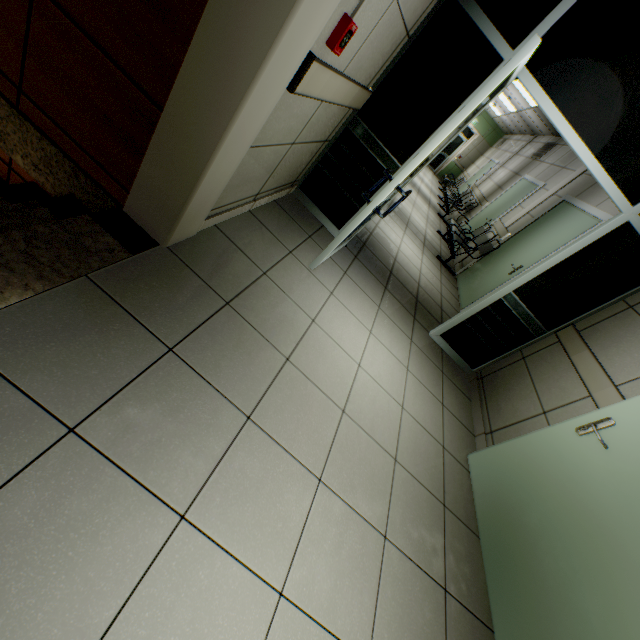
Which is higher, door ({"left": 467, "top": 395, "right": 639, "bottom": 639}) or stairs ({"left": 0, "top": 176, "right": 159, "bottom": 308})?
door ({"left": 467, "top": 395, "right": 639, "bottom": 639})

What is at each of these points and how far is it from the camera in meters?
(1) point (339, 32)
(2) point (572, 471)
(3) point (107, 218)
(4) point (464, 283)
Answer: (1) fire alarm, 1.5
(2) door, 2.1
(3) stairs, 1.7
(4) door, 6.0

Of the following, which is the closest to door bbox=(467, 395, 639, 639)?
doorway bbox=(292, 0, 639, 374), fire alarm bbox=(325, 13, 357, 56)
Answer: doorway bbox=(292, 0, 639, 374)

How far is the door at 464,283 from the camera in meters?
4.6 m

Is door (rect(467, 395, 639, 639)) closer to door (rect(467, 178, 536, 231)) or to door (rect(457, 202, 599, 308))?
door (rect(457, 202, 599, 308))

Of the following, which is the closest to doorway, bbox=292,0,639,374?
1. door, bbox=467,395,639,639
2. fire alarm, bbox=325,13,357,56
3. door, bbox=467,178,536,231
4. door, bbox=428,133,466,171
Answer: fire alarm, bbox=325,13,357,56

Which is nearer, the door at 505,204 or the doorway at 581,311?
the doorway at 581,311

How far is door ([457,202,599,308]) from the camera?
4.55m
